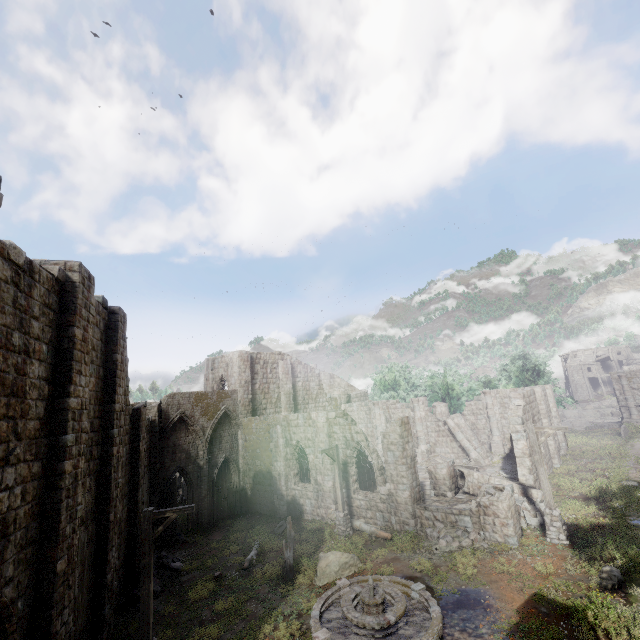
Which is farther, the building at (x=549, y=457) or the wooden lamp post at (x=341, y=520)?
the building at (x=549, y=457)

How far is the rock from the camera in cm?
5456

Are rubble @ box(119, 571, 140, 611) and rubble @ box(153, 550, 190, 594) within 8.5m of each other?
yes

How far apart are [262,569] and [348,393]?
29.5 meters

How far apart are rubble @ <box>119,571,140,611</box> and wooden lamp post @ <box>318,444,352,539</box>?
8.8m

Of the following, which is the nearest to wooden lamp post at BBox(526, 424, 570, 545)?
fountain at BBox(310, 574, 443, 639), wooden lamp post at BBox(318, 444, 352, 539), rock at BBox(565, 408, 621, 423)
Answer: fountain at BBox(310, 574, 443, 639)

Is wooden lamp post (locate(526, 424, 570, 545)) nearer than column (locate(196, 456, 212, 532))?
Yes

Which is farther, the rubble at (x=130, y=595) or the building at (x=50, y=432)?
the rubble at (x=130, y=595)
